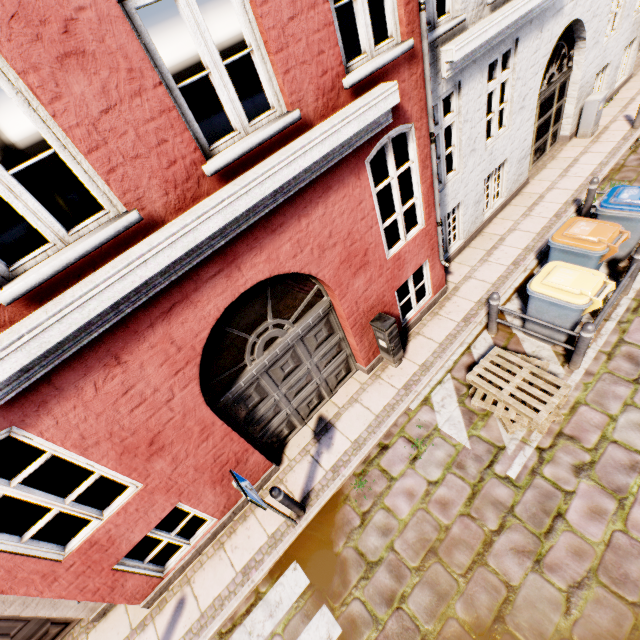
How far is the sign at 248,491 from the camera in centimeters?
377cm

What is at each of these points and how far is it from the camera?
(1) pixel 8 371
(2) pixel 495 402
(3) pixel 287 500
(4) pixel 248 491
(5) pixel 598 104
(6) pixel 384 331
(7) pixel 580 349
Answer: (1) building, 2.54m
(2) pallet, 5.24m
(3) bollard, 4.72m
(4) sign, 3.90m
(5) electrical box, 9.07m
(6) electrical box, 5.64m
(7) bollard, 5.06m

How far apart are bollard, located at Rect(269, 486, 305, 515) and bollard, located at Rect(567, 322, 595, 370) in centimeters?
503cm

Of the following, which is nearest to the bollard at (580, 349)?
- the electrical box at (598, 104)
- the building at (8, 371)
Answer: the building at (8, 371)

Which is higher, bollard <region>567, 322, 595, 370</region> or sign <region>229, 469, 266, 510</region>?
sign <region>229, 469, 266, 510</region>

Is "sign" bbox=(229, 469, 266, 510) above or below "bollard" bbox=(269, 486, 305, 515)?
above

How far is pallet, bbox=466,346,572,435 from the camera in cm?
475

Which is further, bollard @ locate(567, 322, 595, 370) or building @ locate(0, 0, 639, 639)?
bollard @ locate(567, 322, 595, 370)
